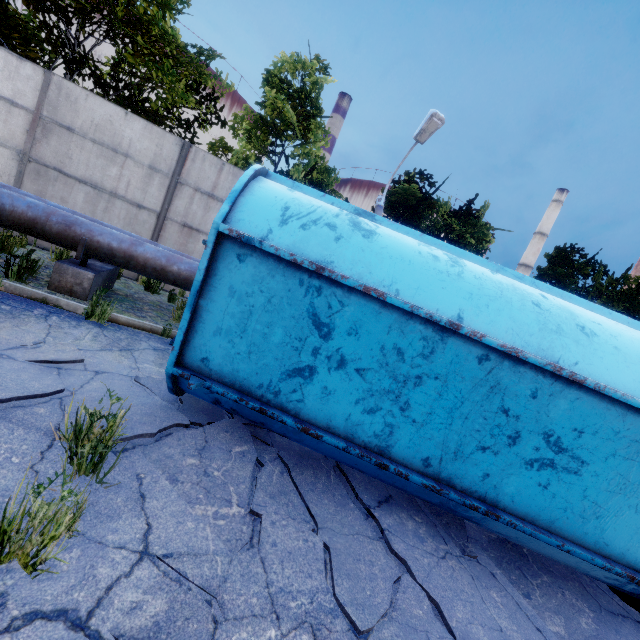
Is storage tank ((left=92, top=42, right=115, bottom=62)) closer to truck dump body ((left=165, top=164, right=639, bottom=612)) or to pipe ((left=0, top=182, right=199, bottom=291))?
pipe ((left=0, top=182, right=199, bottom=291))

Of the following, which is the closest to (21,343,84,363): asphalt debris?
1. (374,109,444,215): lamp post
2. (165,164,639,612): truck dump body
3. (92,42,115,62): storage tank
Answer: (165,164,639,612): truck dump body

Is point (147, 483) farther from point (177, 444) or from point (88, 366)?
point (88, 366)

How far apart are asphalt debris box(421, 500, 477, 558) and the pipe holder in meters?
6.0 m

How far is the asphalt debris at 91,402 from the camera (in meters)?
2.93

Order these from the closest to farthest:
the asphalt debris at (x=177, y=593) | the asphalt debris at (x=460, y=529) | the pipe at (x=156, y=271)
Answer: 1. the asphalt debris at (x=177, y=593)
2. the asphalt debris at (x=460, y=529)
3. the pipe at (x=156, y=271)

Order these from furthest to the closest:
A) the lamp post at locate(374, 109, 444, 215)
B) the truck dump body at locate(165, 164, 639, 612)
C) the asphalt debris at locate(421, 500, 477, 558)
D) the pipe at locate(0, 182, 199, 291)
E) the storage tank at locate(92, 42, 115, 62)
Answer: the storage tank at locate(92, 42, 115, 62), the lamp post at locate(374, 109, 444, 215), the pipe at locate(0, 182, 199, 291), the asphalt debris at locate(421, 500, 477, 558), the truck dump body at locate(165, 164, 639, 612)

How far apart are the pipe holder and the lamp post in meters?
5.5
